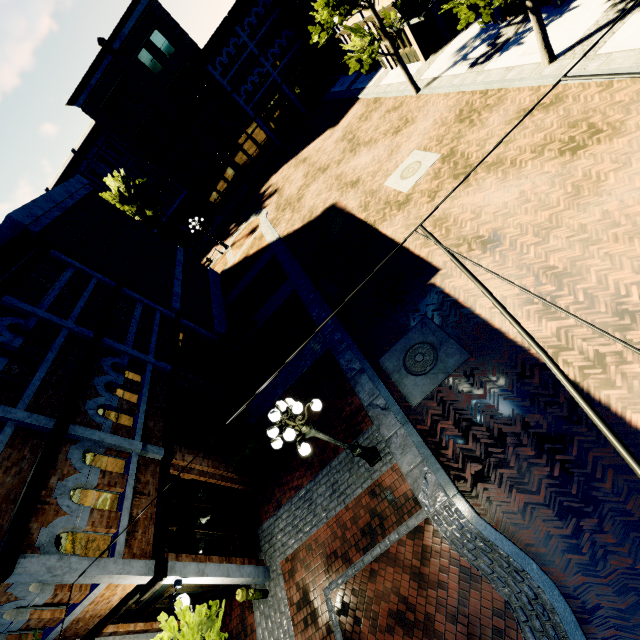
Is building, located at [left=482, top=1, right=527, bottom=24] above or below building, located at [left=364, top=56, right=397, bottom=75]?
below

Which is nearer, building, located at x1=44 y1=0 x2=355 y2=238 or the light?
the light

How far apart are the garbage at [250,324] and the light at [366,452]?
9.46m

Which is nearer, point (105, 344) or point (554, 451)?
point (554, 451)

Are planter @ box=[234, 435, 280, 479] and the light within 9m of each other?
yes

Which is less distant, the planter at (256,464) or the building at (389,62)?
the planter at (256,464)

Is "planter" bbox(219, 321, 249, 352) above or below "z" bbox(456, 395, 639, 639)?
above
